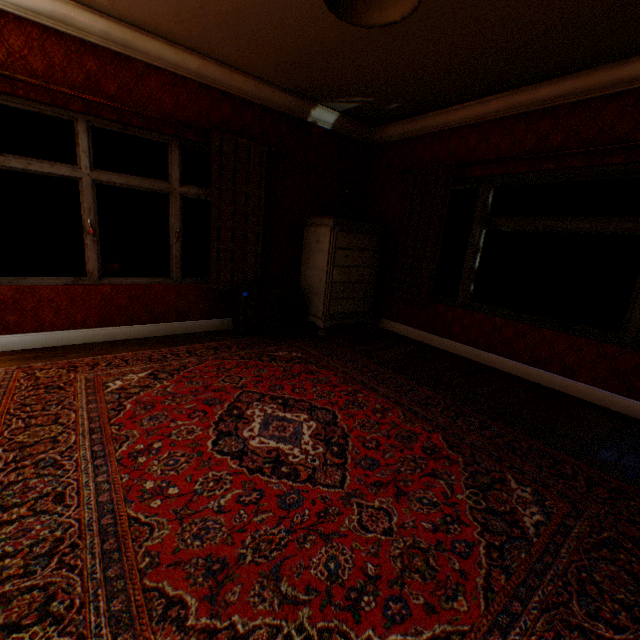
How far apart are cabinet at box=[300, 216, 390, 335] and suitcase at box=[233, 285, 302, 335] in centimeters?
19cm

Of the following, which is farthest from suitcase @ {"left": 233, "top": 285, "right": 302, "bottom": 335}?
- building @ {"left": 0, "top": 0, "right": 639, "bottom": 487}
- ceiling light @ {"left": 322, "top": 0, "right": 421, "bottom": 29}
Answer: ceiling light @ {"left": 322, "top": 0, "right": 421, "bottom": 29}

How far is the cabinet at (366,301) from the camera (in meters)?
4.54

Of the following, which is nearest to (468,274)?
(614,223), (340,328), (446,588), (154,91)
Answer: (614,223)

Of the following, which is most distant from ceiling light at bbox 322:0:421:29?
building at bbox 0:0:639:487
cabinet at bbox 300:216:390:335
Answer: cabinet at bbox 300:216:390:335

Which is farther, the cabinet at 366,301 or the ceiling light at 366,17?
the cabinet at 366,301

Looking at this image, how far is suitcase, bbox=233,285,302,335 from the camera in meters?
4.3 m
